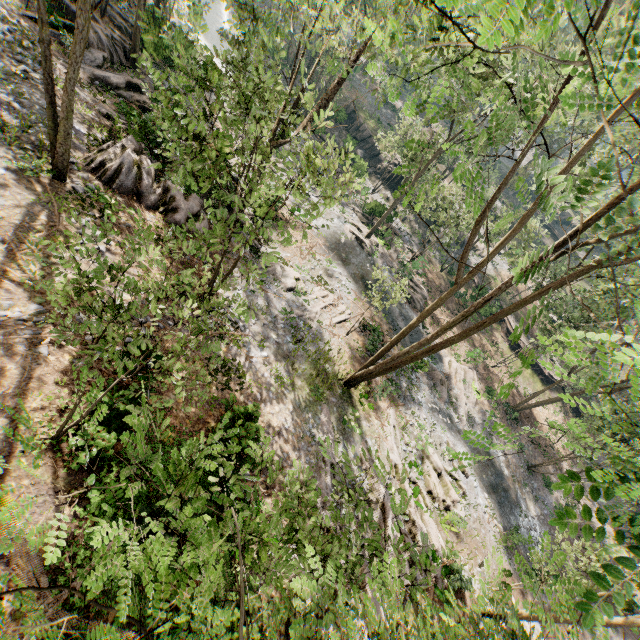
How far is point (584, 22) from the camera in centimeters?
437cm

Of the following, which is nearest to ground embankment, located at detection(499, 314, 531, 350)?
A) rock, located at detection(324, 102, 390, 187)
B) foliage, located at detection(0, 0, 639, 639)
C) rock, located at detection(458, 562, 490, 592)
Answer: foliage, located at detection(0, 0, 639, 639)

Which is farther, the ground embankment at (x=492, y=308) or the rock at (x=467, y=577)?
the ground embankment at (x=492, y=308)

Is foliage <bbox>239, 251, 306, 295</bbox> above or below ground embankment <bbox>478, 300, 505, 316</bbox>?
below

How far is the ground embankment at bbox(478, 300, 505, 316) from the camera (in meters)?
35.59

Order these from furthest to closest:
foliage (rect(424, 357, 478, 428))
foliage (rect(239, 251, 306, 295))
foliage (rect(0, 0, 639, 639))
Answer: A: foliage (rect(424, 357, 478, 428)) → foliage (rect(239, 251, 306, 295)) → foliage (rect(0, 0, 639, 639))

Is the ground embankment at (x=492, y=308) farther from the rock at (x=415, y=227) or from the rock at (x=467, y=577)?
the rock at (x=467, y=577)
